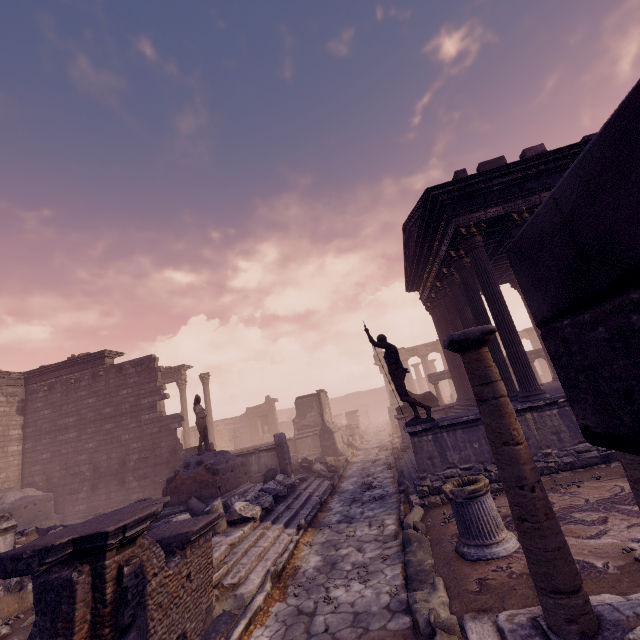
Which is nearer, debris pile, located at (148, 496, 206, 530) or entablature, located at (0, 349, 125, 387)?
debris pile, located at (148, 496, 206, 530)

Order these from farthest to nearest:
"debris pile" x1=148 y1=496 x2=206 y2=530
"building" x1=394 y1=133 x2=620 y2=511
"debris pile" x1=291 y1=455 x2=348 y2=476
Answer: "debris pile" x1=291 y1=455 x2=348 y2=476
"debris pile" x1=148 y1=496 x2=206 y2=530
"building" x1=394 y1=133 x2=620 y2=511

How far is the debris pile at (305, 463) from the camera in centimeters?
1368cm

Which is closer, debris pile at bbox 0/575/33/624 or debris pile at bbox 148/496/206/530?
debris pile at bbox 0/575/33/624

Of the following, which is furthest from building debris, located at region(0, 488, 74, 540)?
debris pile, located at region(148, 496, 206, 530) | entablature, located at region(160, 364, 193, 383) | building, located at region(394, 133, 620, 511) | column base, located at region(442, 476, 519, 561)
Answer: column base, located at region(442, 476, 519, 561)

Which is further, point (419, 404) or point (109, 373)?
point (109, 373)

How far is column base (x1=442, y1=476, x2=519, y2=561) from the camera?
4.4 meters

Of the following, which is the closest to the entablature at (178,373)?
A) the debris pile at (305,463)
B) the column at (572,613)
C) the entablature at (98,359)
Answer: the entablature at (98,359)
